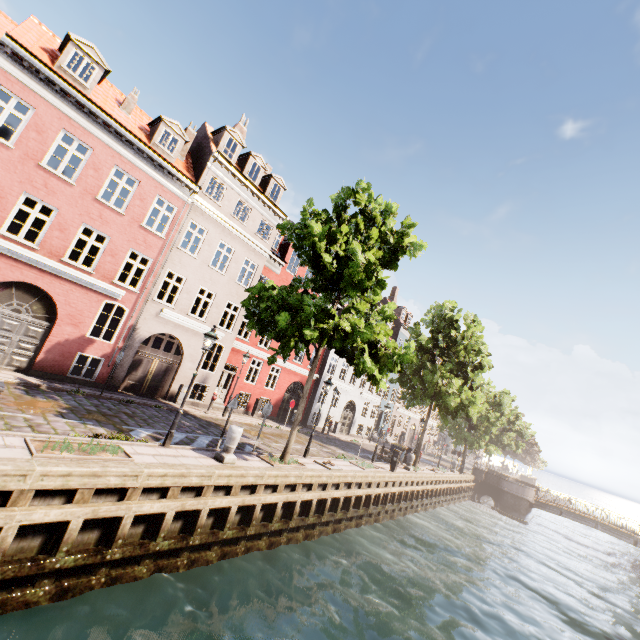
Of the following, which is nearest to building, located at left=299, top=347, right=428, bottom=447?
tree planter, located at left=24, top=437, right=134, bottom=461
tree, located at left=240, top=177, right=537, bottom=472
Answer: tree, located at left=240, top=177, right=537, bottom=472

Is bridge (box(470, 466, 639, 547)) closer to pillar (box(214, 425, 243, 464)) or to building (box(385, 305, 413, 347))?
building (box(385, 305, 413, 347))

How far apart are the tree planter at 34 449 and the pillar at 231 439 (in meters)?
2.72

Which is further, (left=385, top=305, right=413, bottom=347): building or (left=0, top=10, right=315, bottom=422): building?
(left=385, top=305, right=413, bottom=347): building

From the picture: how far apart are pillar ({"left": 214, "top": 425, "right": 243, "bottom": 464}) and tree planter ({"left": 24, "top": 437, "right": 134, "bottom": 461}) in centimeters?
272cm

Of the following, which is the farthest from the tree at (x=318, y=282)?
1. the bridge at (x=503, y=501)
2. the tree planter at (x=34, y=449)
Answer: the tree planter at (x=34, y=449)

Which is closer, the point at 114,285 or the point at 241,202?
the point at 114,285

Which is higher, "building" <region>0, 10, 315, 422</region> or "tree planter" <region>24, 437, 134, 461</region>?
"building" <region>0, 10, 315, 422</region>
